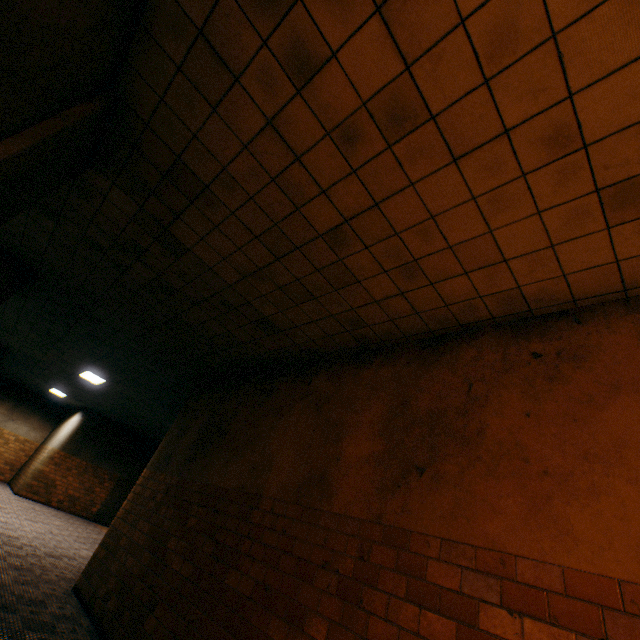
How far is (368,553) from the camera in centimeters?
267cm
